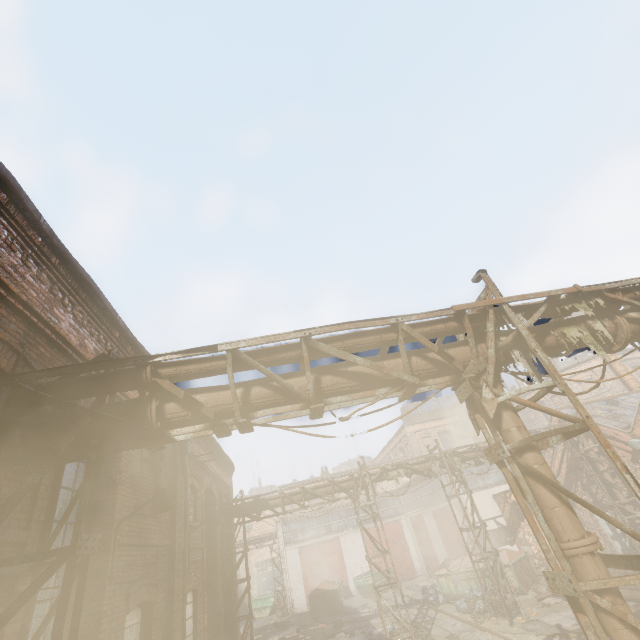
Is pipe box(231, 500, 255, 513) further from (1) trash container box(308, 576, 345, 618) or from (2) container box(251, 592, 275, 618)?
(2) container box(251, 592, 275, 618)

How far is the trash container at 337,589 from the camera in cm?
2242

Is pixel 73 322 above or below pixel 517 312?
above

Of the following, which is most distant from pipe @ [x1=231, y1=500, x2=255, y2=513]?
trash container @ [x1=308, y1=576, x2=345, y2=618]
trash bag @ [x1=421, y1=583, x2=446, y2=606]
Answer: trash container @ [x1=308, y1=576, x2=345, y2=618]

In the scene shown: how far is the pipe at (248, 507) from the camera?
14.20m

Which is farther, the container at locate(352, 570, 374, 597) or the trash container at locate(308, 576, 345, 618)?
the container at locate(352, 570, 374, 597)

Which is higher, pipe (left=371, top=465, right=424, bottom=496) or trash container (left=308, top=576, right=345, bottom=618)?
pipe (left=371, top=465, right=424, bottom=496)

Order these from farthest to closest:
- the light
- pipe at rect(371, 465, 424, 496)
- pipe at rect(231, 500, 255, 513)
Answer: pipe at rect(371, 465, 424, 496) < pipe at rect(231, 500, 255, 513) < the light
